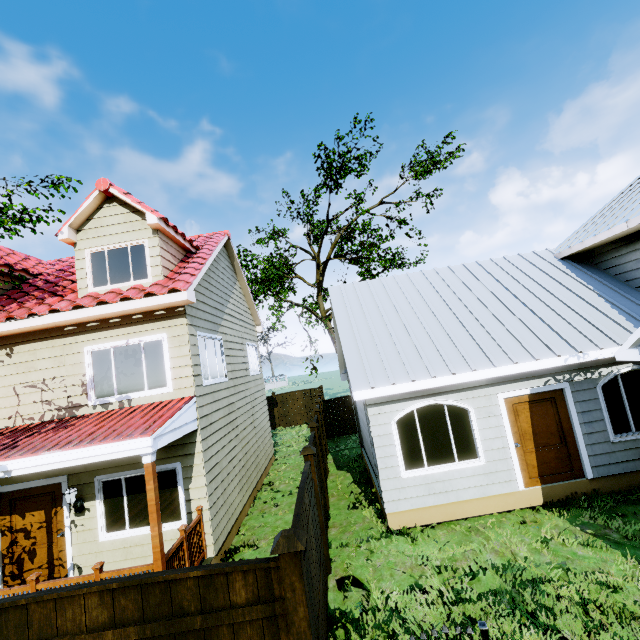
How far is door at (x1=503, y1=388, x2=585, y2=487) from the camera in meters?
7.5 m

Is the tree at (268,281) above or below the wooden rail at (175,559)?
above

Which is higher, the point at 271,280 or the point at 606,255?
the point at 271,280

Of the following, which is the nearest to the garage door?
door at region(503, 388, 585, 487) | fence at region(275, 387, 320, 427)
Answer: fence at region(275, 387, 320, 427)

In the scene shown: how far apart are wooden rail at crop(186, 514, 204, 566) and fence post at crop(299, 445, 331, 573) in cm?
250

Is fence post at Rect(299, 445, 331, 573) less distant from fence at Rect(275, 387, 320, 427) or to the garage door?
fence at Rect(275, 387, 320, 427)

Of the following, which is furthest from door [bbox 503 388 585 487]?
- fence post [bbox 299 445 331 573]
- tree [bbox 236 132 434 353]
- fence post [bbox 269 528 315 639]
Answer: tree [bbox 236 132 434 353]

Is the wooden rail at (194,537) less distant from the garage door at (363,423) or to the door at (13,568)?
the door at (13,568)
